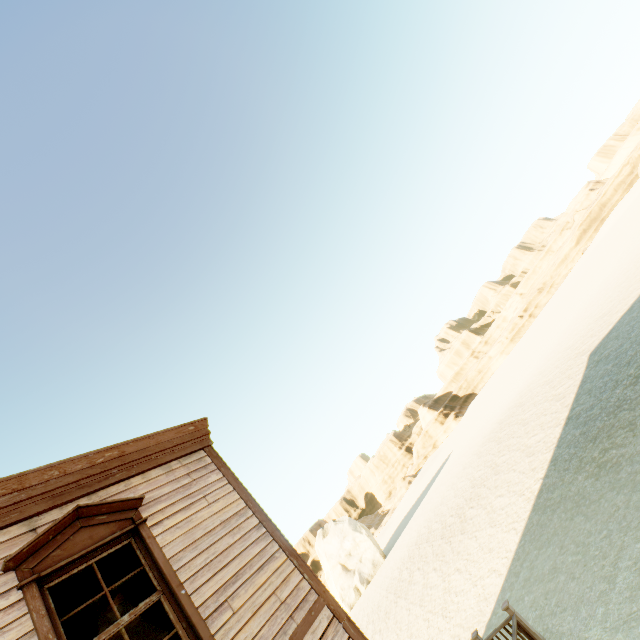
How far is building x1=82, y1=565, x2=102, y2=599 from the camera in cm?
510

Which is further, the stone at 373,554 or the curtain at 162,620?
the stone at 373,554

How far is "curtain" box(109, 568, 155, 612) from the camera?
3.6 meters

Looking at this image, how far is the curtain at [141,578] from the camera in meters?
3.6

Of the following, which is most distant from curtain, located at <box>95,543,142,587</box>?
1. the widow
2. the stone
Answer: the stone

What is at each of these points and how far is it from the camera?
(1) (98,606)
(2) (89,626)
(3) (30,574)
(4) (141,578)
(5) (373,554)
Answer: (1) building, 5.5m
(2) curtain, 3.3m
(3) widow, 3.2m
(4) curtain, 3.9m
(5) stone, 34.7m

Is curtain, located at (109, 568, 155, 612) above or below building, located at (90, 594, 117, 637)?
below
